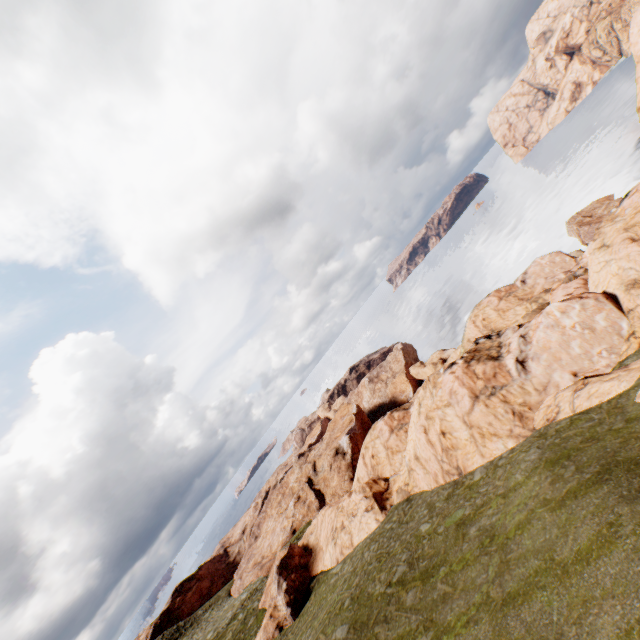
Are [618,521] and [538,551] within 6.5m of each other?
yes

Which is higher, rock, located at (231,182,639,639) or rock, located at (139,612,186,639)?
rock, located at (139,612,186,639)

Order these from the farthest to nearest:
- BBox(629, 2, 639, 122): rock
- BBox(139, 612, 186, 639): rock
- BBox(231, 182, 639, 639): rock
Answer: BBox(139, 612, 186, 639): rock, BBox(629, 2, 639, 122): rock, BBox(231, 182, 639, 639): rock

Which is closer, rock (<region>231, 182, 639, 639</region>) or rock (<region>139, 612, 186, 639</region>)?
rock (<region>231, 182, 639, 639</region>)

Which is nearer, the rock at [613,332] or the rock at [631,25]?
the rock at [613,332]

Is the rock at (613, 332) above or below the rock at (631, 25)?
below
